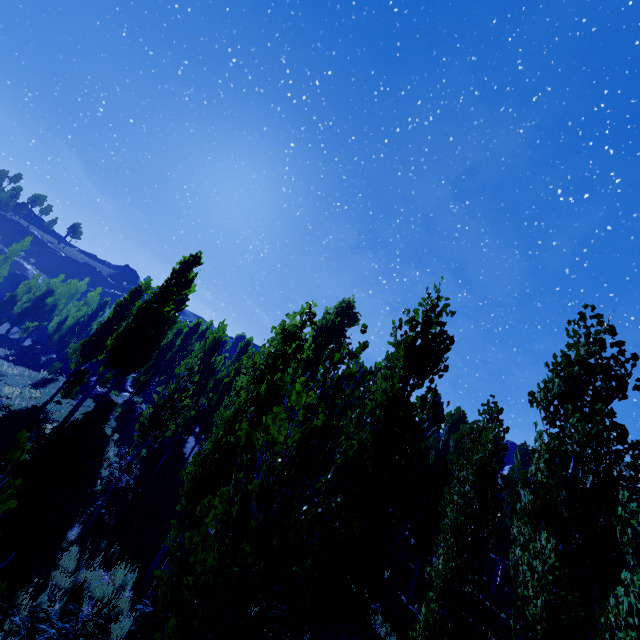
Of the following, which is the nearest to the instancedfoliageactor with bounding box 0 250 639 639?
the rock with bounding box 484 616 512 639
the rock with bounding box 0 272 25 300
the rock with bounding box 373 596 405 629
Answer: the rock with bounding box 484 616 512 639

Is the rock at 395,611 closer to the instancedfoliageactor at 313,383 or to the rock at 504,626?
the instancedfoliageactor at 313,383

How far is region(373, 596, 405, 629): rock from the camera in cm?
1407

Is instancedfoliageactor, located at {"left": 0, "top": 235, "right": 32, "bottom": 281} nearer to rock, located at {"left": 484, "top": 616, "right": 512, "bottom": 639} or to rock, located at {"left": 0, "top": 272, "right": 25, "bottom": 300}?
rock, located at {"left": 484, "top": 616, "right": 512, "bottom": 639}

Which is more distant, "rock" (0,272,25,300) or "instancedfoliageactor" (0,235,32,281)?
"rock" (0,272,25,300)

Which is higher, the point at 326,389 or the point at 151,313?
the point at 151,313

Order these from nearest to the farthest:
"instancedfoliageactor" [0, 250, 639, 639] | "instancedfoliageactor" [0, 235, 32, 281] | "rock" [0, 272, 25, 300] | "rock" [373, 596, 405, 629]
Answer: "instancedfoliageactor" [0, 250, 639, 639], "rock" [373, 596, 405, 629], "instancedfoliageactor" [0, 235, 32, 281], "rock" [0, 272, 25, 300]

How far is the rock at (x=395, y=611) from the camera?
14.1m
